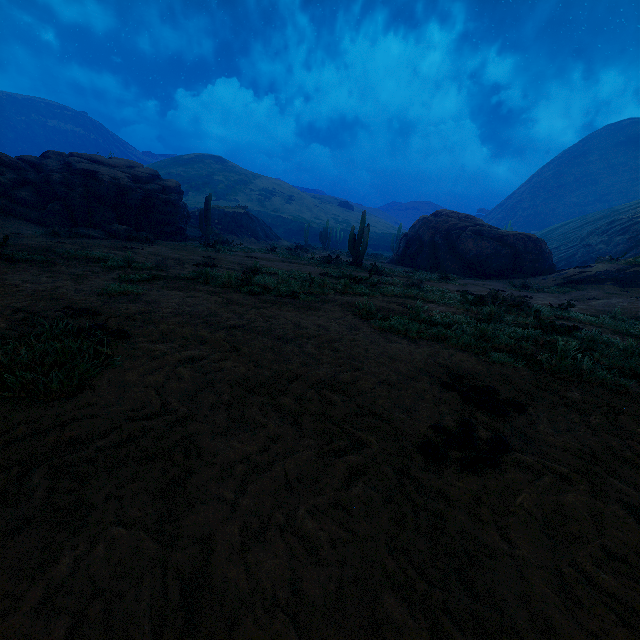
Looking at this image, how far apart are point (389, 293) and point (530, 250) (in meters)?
16.23

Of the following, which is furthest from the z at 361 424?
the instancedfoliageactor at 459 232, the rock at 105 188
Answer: the rock at 105 188

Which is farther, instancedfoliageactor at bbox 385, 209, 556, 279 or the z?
instancedfoliageactor at bbox 385, 209, 556, 279

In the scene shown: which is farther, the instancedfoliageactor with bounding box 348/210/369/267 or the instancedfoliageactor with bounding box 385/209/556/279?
the instancedfoliageactor with bounding box 385/209/556/279

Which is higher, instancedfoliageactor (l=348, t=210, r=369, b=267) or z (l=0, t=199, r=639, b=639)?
instancedfoliageactor (l=348, t=210, r=369, b=267)

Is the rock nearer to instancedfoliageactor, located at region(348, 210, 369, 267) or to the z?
instancedfoliageactor, located at region(348, 210, 369, 267)
